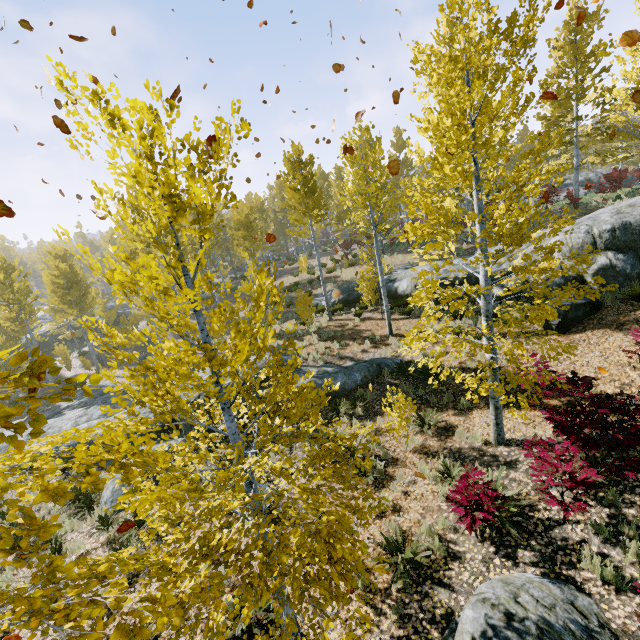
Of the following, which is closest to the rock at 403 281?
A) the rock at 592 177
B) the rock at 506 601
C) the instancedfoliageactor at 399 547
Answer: the rock at 506 601

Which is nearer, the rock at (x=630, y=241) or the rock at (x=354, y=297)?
the rock at (x=630, y=241)

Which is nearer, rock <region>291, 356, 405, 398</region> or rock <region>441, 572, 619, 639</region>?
rock <region>441, 572, 619, 639</region>

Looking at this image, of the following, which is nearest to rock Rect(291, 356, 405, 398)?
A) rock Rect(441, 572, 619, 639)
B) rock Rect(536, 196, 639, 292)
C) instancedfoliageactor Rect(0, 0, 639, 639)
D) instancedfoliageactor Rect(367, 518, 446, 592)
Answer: instancedfoliageactor Rect(0, 0, 639, 639)

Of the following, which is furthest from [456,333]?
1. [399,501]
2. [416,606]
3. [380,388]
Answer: [416,606]

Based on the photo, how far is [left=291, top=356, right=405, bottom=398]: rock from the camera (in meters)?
11.62

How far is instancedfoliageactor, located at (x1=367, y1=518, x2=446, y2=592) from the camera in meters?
5.3 m

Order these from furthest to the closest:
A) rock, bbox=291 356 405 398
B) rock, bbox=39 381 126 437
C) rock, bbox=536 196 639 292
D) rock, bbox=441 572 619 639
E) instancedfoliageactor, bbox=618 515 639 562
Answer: rock, bbox=39 381 126 437 → rock, bbox=291 356 405 398 → rock, bbox=536 196 639 292 → instancedfoliageactor, bbox=618 515 639 562 → rock, bbox=441 572 619 639
